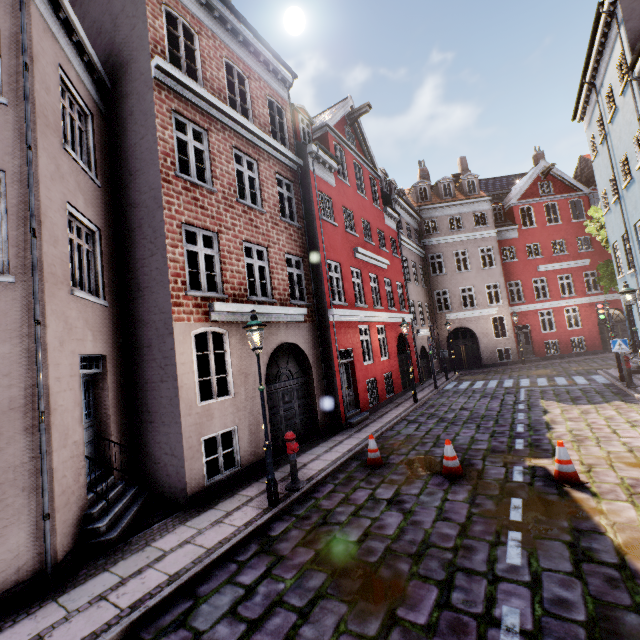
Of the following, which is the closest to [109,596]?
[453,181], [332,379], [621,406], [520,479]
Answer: [520,479]

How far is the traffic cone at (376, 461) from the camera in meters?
8.0 m

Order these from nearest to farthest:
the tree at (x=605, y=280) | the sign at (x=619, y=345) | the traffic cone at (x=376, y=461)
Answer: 1. the traffic cone at (x=376, y=461)
2. the sign at (x=619, y=345)
3. the tree at (x=605, y=280)

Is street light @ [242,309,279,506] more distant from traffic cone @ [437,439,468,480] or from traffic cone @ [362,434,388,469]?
traffic cone @ [437,439,468,480]

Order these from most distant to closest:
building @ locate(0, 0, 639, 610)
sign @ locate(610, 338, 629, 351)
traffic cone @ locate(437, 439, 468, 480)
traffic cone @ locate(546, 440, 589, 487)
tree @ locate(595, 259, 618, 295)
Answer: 1. tree @ locate(595, 259, 618, 295)
2. sign @ locate(610, 338, 629, 351)
3. traffic cone @ locate(437, 439, 468, 480)
4. traffic cone @ locate(546, 440, 589, 487)
5. building @ locate(0, 0, 639, 610)

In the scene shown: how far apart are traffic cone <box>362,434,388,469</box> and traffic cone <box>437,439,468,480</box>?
1.3m

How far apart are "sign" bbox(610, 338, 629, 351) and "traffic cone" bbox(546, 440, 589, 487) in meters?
9.2 m

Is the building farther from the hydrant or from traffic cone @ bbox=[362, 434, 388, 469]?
traffic cone @ bbox=[362, 434, 388, 469]
